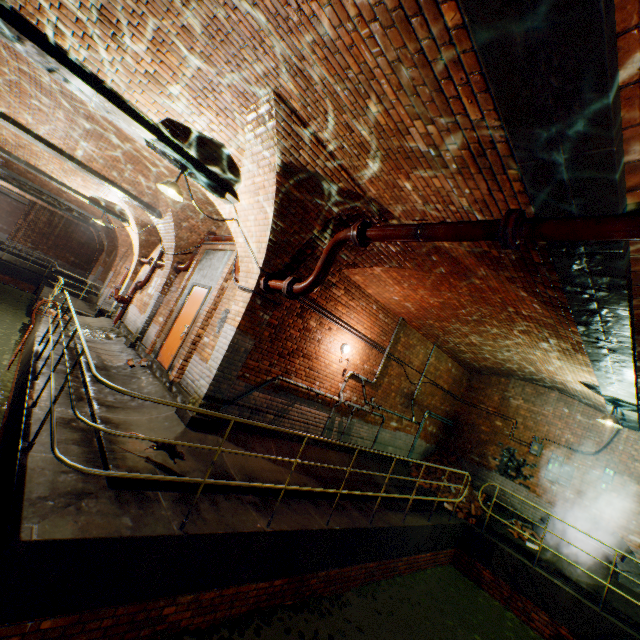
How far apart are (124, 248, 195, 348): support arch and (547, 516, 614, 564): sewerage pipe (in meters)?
12.53

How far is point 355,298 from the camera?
7.86m

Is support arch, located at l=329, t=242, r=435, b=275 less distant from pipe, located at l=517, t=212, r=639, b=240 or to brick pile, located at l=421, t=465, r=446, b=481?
pipe, located at l=517, t=212, r=639, b=240

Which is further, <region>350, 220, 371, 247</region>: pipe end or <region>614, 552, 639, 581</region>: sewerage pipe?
<region>614, 552, 639, 581</region>: sewerage pipe

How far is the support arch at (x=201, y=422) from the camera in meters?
5.5

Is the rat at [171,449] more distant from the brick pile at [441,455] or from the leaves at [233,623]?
the brick pile at [441,455]

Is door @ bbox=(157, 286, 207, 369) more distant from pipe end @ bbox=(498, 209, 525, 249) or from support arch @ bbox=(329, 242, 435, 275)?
pipe end @ bbox=(498, 209, 525, 249)

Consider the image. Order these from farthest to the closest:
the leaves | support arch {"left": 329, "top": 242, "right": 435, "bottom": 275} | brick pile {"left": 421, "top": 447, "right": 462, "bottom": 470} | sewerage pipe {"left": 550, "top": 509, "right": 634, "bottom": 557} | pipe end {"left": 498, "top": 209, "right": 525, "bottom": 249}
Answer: brick pile {"left": 421, "top": 447, "right": 462, "bottom": 470}, sewerage pipe {"left": 550, "top": 509, "right": 634, "bottom": 557}, support arch {"left": 329, "top": 242, "right": 435, "bottom": 275}, the leaves, pipe end {"left": 498, "top": 209, "right": 525, "bottom": 249}
